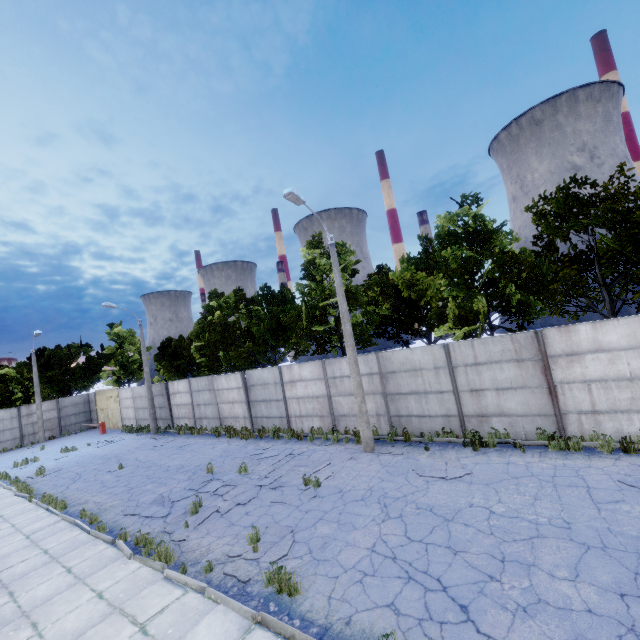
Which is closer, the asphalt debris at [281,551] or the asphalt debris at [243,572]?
the asphalt debris at [243,572]

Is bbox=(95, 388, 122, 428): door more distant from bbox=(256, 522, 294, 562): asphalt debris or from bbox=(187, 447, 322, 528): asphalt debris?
bbox=(256, 522, 294, 562): asphalt debris

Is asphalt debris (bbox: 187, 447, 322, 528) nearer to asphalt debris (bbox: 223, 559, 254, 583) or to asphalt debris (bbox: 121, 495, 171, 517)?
asphalt debris (bbox: 121, 495, 171, 517)

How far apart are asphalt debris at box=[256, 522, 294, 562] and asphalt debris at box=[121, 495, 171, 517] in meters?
3.3 m

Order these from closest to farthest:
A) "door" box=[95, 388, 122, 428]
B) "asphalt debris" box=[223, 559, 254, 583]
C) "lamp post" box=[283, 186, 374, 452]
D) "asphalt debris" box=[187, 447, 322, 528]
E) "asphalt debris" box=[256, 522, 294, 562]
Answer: "asphalt debris" box=[223, 559, 254, 583], "asphalt debris" box=[256, 522, 294, 562], "asphalt debris" box=[187, 447, 322, 528], "lamp post" box=[283, 186, 374, 452], "door" box=[95, 388, 122, 428]

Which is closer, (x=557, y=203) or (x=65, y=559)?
(x=65, y=559)

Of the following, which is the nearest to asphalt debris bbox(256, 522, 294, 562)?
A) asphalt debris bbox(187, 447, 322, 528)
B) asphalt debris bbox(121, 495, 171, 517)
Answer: asphalt debris bbox(187, 447, 322, 528)

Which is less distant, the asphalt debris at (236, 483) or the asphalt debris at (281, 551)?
the asphalt debris at (281, 551)
